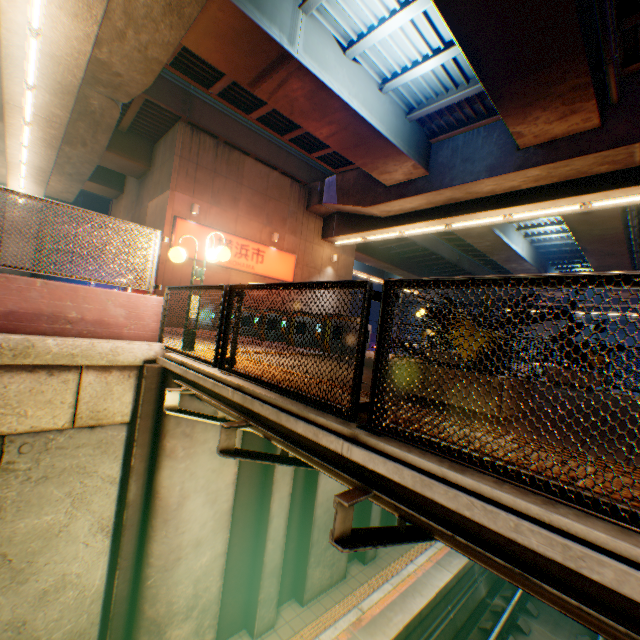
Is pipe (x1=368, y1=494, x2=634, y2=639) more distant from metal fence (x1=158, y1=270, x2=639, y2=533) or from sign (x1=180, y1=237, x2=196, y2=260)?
sign (x1=180, y1=237, x2=196, y2=260)

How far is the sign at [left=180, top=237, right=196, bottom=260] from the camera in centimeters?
1395cm

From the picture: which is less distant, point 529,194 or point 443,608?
point 443,608

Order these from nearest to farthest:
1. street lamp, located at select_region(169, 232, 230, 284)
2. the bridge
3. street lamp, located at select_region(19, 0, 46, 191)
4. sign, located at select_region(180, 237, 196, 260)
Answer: the bridge
street lamp, located at select_region(169, 232, 230, 284)
street lamp, located at select_region(19, 0, 46, 191)
sign, located at select_region(180, 237, 196, 260)

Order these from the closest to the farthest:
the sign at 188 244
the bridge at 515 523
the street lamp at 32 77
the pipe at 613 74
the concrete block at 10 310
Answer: the bridge at 515 523 < the concrete block at 10 310 < the street lamp at 32 77 < the pipe at 613 74 < the sign at 188 244

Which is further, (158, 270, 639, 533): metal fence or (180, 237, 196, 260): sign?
(180, 237, 196, 260): sign

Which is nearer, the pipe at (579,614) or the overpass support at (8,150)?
the pipe at (579,614)

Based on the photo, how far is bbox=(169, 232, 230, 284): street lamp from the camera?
5.63m
